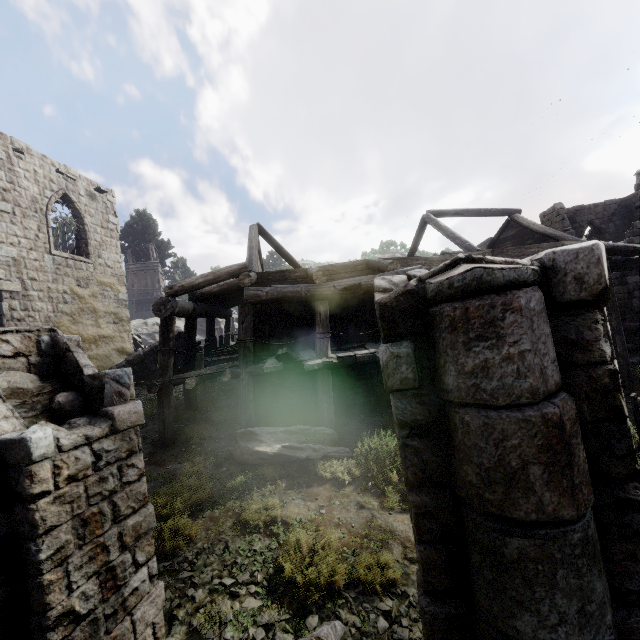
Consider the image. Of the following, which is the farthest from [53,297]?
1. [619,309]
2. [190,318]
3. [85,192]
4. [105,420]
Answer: [619,309]

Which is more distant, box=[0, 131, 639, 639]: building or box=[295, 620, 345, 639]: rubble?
box=[295, 620, 345, 639]: rubble

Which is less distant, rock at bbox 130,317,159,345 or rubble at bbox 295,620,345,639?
rubble at bbox 295,620,345,639

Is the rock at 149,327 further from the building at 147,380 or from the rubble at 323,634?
the rubble at 323,634

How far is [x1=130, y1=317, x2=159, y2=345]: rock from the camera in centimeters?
3039cm

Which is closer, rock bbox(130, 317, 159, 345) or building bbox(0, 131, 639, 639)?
building bbox(0, 131, 639, 639)

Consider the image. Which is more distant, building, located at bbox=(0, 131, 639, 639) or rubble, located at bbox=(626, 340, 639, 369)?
rubble, located at bbox=(626, 340, 639, 369)

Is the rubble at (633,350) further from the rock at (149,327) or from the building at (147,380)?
the rock at (149,327)
